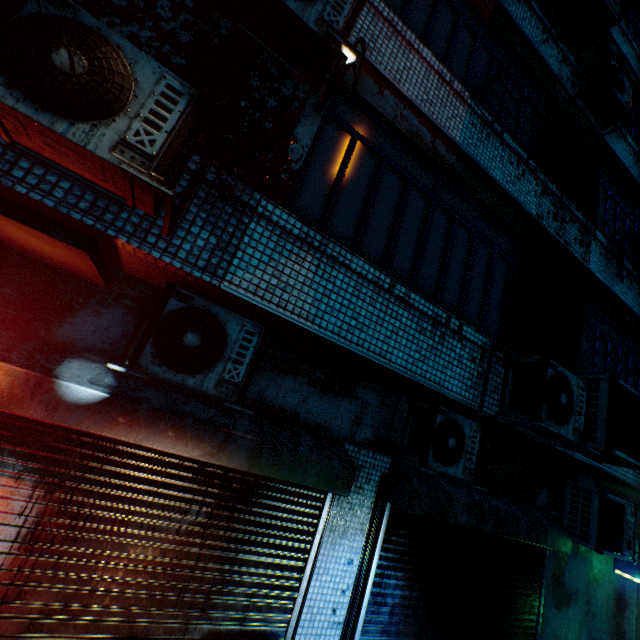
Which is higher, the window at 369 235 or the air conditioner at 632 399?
the window at 369 235

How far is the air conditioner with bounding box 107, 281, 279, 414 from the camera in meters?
2.5 m

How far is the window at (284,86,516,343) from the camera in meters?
3.2 m

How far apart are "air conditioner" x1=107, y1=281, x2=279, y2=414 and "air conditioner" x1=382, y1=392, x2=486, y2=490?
1.7 meters

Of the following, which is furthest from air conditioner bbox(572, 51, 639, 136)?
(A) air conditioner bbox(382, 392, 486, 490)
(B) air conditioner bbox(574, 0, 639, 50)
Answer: (A) air conditioner bbox(382, 392, 486, 490)

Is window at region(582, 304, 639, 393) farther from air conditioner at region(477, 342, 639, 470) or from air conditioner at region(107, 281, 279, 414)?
air conditioner at region(107, 281, 279, 414)

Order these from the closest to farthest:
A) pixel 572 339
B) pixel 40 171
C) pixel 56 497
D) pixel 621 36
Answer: pixel 40 171, pixel 56 497, pixel 572 339, pixel 621 36

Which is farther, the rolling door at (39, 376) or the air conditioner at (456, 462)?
the air conditioner at (456, 462)
